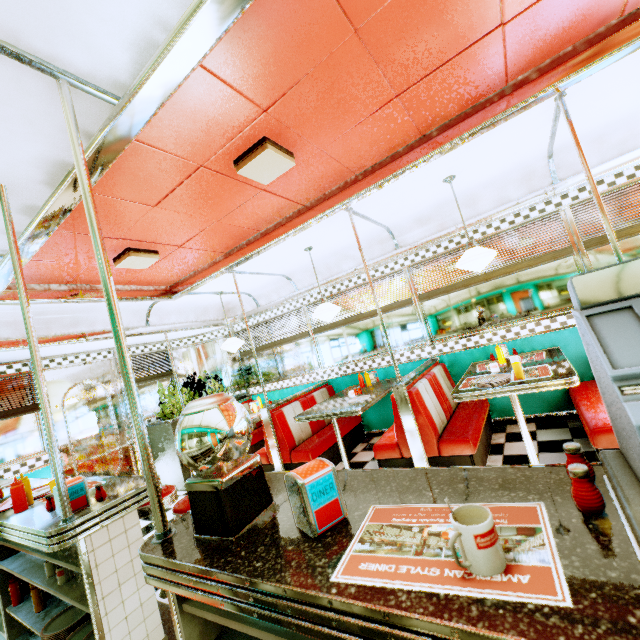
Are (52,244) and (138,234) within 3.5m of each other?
yes

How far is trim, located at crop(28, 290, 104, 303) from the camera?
3.5m

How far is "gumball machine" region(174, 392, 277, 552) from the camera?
1.02m

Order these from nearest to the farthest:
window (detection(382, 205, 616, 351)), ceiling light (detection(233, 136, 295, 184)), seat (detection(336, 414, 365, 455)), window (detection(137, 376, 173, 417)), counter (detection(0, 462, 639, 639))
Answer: counter (detection(0, 462, 639, 639)) → ceiling light (detection(233, 136, 295, 184)) → window (detection(382, 205, 616, 351)) → seat (detection(336, 414, 365, 455)) → window (detection(137, 376, 173, 417))

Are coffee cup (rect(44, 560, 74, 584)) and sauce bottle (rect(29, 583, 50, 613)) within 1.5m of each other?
yes

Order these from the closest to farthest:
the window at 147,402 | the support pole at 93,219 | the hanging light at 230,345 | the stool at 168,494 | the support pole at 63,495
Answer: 1. the support pole at 93,219
2. the support pole at 63,495
3. the stool at 168,494
4. the hanging light at 230,345
5. the window at 147,402

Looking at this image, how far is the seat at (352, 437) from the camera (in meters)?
4.91

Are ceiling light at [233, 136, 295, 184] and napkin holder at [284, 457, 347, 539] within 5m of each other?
yes
